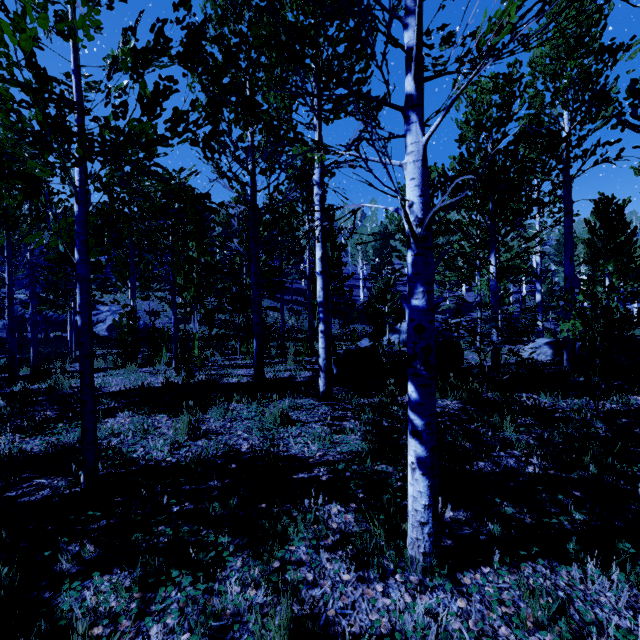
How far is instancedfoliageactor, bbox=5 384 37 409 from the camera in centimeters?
536cm

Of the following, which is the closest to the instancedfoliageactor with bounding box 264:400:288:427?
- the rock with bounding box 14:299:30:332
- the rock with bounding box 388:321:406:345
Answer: the rock with bounding box 14:299:30:332

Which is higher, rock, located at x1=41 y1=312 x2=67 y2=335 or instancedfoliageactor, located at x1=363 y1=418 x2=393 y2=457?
rock, located at x1=41 y1=312 x2=67 y2=335

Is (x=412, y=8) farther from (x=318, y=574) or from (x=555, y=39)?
(x=555, y=39)

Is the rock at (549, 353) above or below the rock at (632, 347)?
below

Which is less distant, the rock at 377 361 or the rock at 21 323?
the rock at 377 361

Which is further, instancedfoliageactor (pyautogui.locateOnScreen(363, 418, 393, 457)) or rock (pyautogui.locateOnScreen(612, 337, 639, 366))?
rock (pyautogui.locateOnScreen(612, 337, 639, 366))
